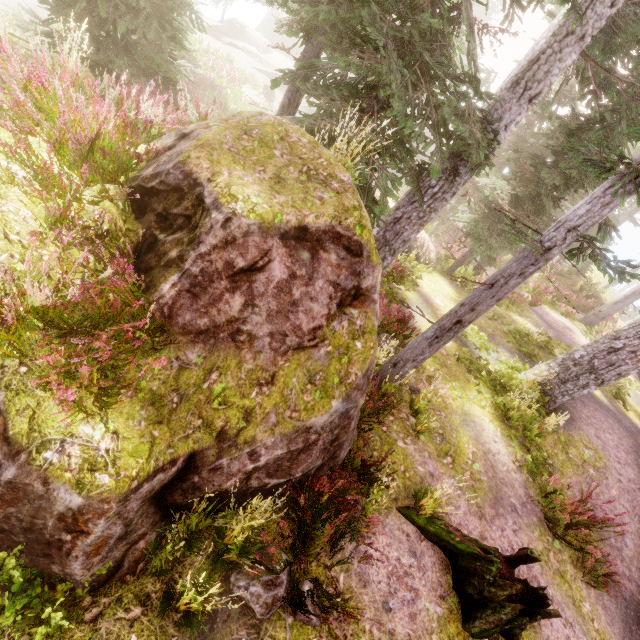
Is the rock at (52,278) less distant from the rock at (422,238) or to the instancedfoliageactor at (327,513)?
the instancedfoliageactor at (327,513)

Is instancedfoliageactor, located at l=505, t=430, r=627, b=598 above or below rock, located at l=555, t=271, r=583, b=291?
below

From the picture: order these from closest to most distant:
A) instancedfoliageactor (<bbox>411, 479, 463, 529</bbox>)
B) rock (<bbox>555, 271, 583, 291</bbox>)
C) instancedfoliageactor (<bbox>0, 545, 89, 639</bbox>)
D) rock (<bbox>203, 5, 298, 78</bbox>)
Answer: instancedfoliageactor (<bbox>0, 545, 89, 639</bbox>) < instancedfoliageactor (<bbox>411, 479, 463, 529</bbox>) < rock (<bbox>555, 271, 583, 291</bbox>) < rock (<bbox>203, 5, 298, 78</bbox>)

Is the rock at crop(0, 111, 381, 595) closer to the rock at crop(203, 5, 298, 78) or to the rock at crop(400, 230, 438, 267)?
the rock at crop(400, 230, 438, 267)

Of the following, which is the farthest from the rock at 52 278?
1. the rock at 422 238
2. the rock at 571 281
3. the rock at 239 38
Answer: the rock at 239 38

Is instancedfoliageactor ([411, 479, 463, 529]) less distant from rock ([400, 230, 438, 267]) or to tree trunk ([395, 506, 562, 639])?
rock ([400, 230, 438, 267])

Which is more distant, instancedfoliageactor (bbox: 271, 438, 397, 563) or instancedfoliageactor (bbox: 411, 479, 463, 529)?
instancedfoliageactor (bbox: 411, 479, 463, 529)

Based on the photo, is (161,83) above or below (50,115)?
below
